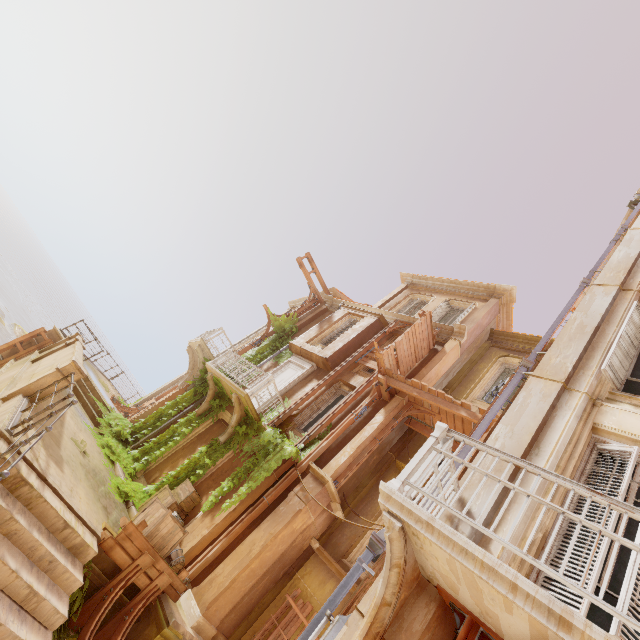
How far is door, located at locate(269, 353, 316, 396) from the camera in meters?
13.9

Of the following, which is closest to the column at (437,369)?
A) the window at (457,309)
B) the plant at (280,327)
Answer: the window at (457,309)

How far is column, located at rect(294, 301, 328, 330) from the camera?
18.33m

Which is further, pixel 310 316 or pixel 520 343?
pixel 310 316

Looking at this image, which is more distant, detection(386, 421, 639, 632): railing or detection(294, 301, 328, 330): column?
detection(294, 301, 328, 330): column

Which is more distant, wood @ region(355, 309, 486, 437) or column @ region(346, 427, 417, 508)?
column @ region(346, 427, 417, 508)

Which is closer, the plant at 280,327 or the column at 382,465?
the column at 382,465

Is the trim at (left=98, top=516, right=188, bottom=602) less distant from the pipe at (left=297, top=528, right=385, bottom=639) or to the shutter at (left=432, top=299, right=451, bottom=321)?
the pipe at (left=297, top=528, right=385, bottom=639)
